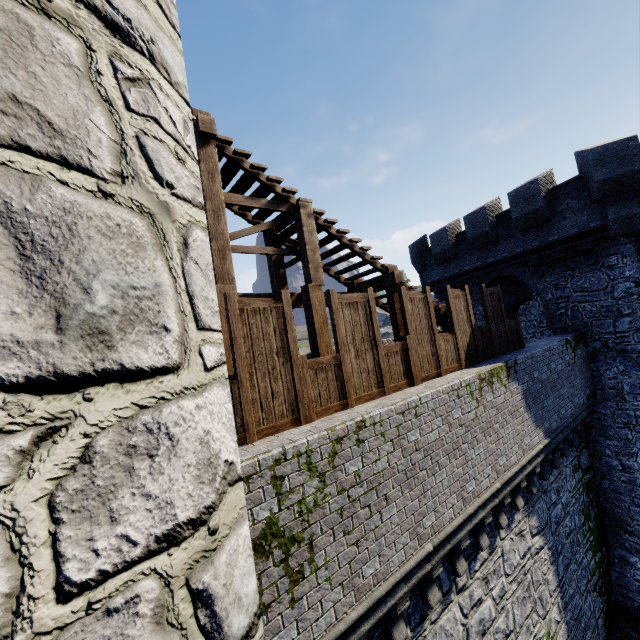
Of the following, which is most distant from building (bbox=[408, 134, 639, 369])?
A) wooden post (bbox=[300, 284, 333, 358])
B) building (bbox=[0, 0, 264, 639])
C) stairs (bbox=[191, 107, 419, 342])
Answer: building (bbox=[0, 0, 264, 639])

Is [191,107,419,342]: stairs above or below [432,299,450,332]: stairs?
above

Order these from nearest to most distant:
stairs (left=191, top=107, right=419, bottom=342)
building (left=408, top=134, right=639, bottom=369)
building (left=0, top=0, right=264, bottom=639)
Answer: building (left=0, top=0, right=264, bottom=639) → stairs (left=191, top=107, right=419, bottom=342) → building (left=408, top=134, right=639, bottom=369)

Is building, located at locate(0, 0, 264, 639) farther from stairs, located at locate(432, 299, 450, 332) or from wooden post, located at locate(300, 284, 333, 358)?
wooden post, located at locate(300, 284, 333, 358)

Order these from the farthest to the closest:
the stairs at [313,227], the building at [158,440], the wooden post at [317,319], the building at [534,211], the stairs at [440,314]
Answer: the building at [534,211] < the stairs at [440,314] < the wooden post at [317,319] < the stairs at [313,227] < the building at [158,440]

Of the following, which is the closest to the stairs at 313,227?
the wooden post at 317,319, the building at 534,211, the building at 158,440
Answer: the wooden post at 317,319

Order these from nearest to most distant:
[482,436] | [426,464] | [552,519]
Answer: [426,464], [482,436], [552,519]

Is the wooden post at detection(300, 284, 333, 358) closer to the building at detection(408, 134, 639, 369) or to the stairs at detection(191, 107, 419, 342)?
the stairs at detection(191, 107, 419, 342)
